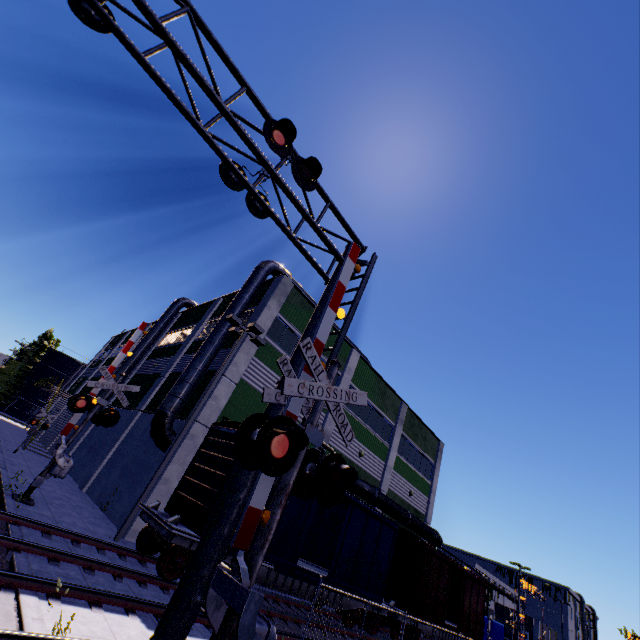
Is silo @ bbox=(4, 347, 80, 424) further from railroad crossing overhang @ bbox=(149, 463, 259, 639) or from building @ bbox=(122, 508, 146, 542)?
railroad crossing overhang @ bbox=(149, 463, 259, 639)

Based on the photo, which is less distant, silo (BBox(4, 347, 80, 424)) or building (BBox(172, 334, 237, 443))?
building (BBox(172, 334, 237, 443))

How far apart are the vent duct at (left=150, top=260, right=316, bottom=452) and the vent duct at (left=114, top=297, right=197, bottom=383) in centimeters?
1226cm

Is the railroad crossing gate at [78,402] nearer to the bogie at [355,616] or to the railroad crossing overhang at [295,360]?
the railroad crossing overhang at [295,360]

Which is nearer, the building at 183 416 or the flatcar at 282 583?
the flatcar at 282 583

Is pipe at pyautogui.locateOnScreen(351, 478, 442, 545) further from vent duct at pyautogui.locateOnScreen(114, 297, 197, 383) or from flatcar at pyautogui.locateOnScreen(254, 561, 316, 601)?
vent duct at pyautogui.locateOnScreen(114, 297, 197, 383)

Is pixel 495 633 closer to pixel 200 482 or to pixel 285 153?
pixel 200 482

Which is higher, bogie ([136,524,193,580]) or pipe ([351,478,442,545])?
pipe ([351,478,442,545])
